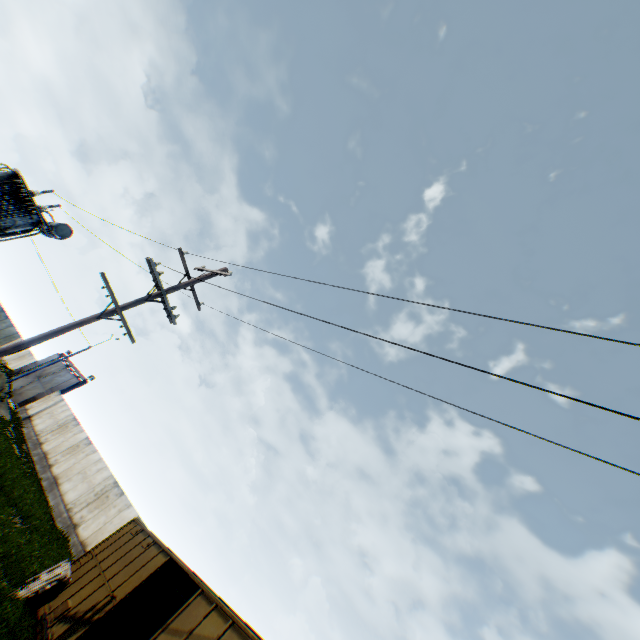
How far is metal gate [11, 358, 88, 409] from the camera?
33.53m

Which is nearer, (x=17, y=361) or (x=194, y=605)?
(x=194, y=605)

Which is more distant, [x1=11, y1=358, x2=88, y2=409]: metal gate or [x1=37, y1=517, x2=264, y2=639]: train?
[x1=11, y1=358, x2=88, y2=409]: metal gate

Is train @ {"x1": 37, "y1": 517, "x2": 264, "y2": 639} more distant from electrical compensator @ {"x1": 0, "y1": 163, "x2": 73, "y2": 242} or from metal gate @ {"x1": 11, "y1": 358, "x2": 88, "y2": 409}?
metal gate @ {"x1": 11, "y1": 358, "x2": 88, "y2": 409}

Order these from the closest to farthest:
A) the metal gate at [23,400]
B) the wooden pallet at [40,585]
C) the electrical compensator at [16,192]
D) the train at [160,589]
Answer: the train at [160,589] → the wooden pallet at [40,585] → the electrical compensator at [16,192] → the metal gate at [23,400]

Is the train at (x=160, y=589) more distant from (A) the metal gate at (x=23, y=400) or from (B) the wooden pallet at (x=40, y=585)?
(A) the metal gate at (x=23, y=400)

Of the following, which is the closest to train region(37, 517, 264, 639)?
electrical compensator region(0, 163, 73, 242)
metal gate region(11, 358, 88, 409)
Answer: electrical compensator region(0, 163, 73, 242)
